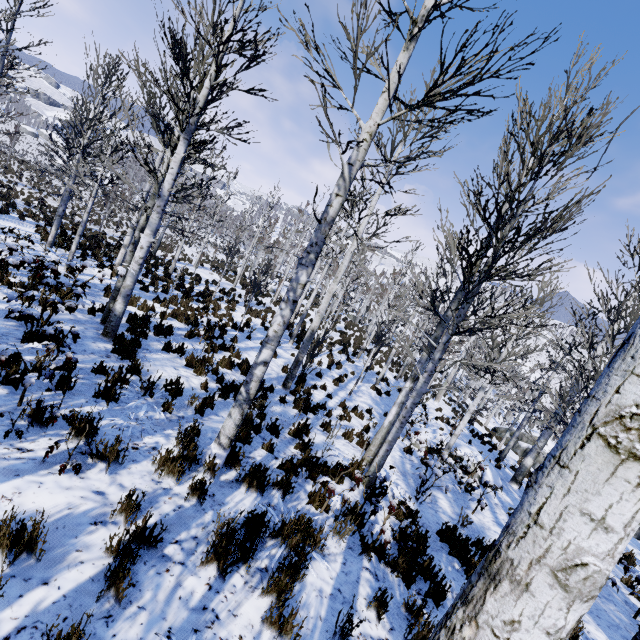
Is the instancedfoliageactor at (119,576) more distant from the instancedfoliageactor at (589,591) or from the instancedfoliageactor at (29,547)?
the instancedfoliageactor at (589,591)

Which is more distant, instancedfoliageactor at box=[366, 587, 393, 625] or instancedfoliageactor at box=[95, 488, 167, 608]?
instancedfoliageactor at box=[366, 587, 393, 625]

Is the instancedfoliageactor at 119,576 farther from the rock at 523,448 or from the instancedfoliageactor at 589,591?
the rock at 523,448

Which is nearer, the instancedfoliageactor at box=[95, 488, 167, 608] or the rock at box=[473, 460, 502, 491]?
the instancedfoliageactor at box=[95, 488, 167, 608]

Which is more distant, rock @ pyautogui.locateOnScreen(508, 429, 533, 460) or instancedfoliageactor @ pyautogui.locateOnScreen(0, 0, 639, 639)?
rock @ pyautogui.locateOnScreen(508, 429, 533, 460)

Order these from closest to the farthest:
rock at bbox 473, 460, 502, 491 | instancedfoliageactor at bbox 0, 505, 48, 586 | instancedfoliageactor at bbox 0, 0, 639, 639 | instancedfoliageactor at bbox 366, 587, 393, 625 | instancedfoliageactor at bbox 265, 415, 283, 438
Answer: instancedfoliageactor at bbox 0, 0, 639, 639, instancedfoliageactor at bbox 0, 505, 48, 586, instancedfoliageactor at bbox 366, 587, 393, 625, instancedfoliageactor at bbox 265, 415, 283, 438, rock at bbox 473, 460, 502, 491

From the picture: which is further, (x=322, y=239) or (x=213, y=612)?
(x=322, y=239)

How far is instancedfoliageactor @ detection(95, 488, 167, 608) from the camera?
2.4 meters
